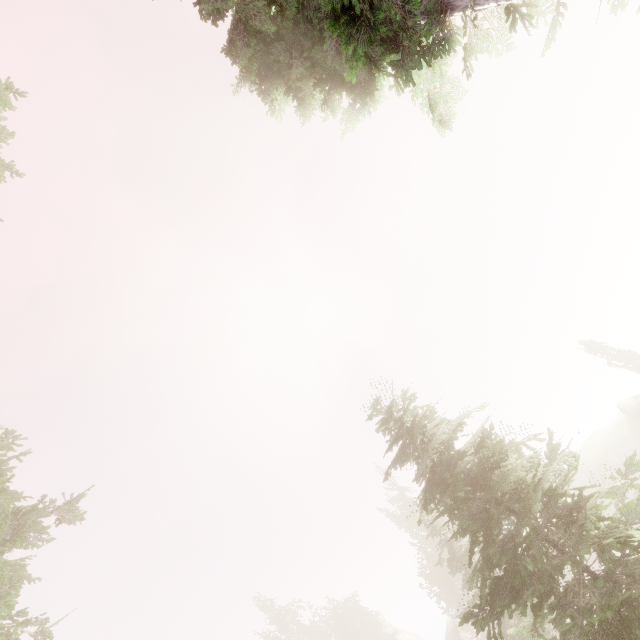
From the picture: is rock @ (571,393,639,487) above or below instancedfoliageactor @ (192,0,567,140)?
below

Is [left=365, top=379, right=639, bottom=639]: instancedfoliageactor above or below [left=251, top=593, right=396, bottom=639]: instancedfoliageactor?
below

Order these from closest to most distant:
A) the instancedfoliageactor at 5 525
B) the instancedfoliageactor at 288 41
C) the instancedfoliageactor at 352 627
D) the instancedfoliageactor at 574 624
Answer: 1. the instancedfoliageactor at 288 41
2. the instancedfoliageactor at 574 624
3. the instancedfoliageactor at 5 525
4. the instancedfoliageactor at 352 627

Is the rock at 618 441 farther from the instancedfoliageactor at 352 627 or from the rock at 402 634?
the rock at 402 634

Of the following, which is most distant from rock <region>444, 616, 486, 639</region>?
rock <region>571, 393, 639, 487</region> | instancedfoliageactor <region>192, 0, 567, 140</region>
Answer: rock <region>571, 393, 639, 487</region>

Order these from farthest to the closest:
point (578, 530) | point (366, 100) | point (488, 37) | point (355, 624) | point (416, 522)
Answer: point (355, 624) → point (416, 522) → point (366, 100) → point (488, 37) → point (578, 530)

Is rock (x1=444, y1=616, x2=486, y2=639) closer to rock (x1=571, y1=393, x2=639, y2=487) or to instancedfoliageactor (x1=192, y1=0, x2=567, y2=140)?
instancedfoliageactor (x1=192, y1=0, x2=567, y2=140)
